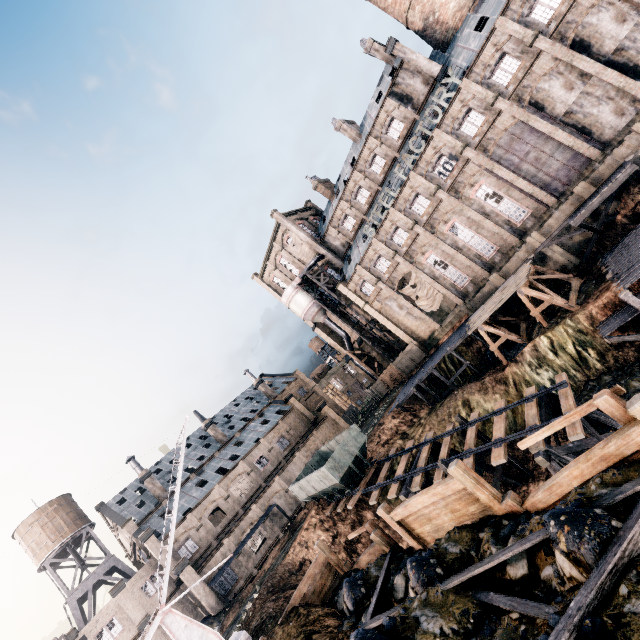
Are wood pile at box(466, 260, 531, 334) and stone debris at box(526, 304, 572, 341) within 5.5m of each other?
yes

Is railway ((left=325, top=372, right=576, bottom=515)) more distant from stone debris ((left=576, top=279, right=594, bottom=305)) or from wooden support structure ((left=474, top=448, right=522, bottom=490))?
stone debris ((left=576, top=279, right=594, bottom=305))

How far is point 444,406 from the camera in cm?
3119

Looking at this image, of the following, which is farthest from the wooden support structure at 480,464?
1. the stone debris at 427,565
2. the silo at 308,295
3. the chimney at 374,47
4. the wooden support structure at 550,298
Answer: the chimney at 374,47

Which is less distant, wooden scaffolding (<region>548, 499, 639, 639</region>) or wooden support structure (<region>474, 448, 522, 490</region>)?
wooden scaffolding (<region>548, 499, 639, 639</region>)

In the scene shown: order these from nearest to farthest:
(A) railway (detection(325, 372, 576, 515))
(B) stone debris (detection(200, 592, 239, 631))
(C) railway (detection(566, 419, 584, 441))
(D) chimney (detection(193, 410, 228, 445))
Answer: (C) railway (detection(566, 419, 584, 441))
(A) railway (detection(325, 372, 576, 515))
(B) stone debris (detection(200, 592, 239, 631))
(D) chimney (detection(193, 410, 228, 445))

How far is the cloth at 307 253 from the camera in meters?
54.1

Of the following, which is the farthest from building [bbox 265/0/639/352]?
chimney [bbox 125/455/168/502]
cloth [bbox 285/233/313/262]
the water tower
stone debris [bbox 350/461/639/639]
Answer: the water tower
